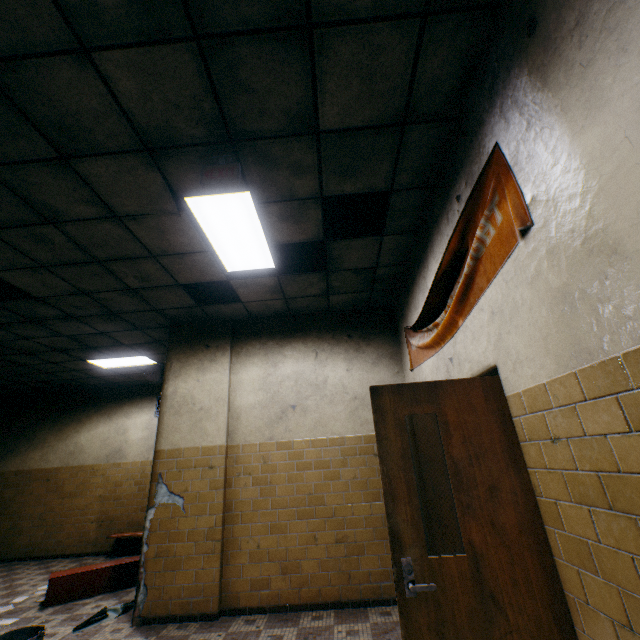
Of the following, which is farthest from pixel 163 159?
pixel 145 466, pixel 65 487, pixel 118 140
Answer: pixel 65 487

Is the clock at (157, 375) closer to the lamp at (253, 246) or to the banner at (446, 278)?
the lamp at (253, 246)

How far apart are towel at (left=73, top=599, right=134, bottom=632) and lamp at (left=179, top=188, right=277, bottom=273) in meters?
4.7 m

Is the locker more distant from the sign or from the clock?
the sign

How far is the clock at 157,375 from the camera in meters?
5.4 m

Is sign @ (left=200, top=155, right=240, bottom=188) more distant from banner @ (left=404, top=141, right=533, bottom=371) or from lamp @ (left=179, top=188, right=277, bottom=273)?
banner @ (left=404, top=141, right=533, bottom=371)

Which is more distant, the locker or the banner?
the locker

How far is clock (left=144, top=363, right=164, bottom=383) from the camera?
5.4m
